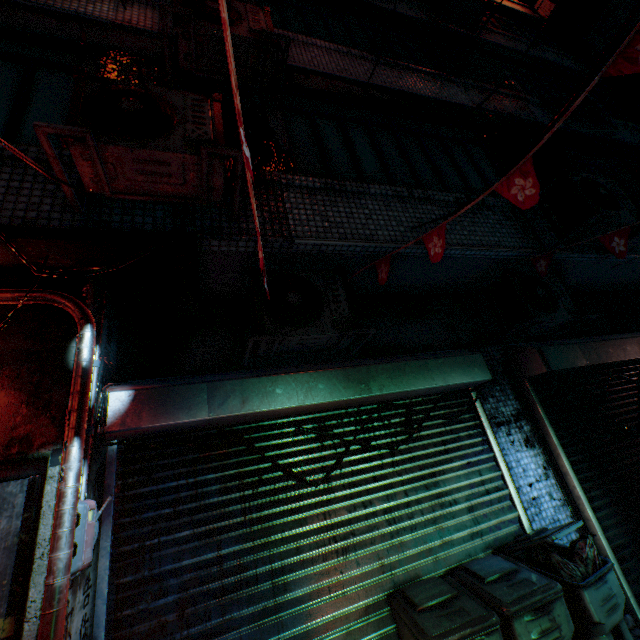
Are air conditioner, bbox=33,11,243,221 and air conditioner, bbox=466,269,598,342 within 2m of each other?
no

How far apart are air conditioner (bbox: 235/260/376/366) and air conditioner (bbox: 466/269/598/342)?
1.7m

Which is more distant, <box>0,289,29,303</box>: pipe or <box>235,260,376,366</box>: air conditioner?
<box>235,260,376,366</box>: air conditioner

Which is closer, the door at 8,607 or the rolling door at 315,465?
the door at 8,607

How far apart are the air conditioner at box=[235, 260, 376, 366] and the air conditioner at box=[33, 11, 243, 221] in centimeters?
45cm

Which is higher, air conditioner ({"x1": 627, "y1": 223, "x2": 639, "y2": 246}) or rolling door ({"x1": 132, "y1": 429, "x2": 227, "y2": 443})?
air conditioner ({"x1": 627, "y1": 223, "x2": 639, "y2": 246})

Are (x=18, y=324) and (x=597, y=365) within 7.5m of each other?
yes

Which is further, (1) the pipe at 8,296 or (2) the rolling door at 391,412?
(2) the rolling door at 391,412
